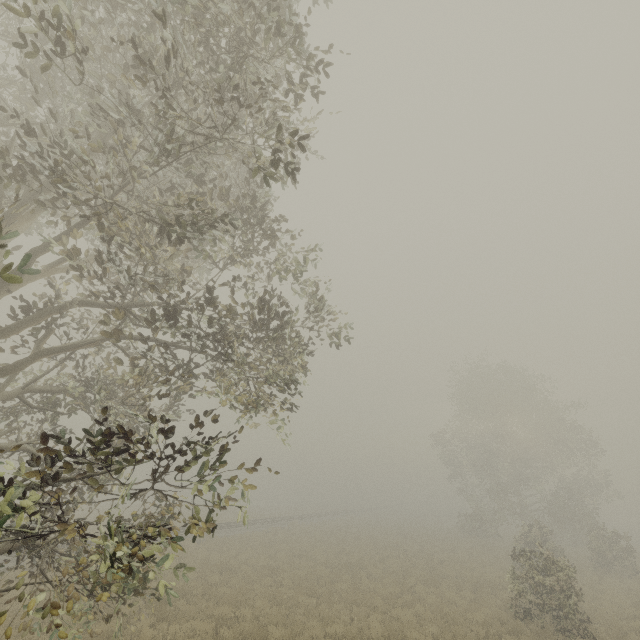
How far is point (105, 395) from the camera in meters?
8.6 m
